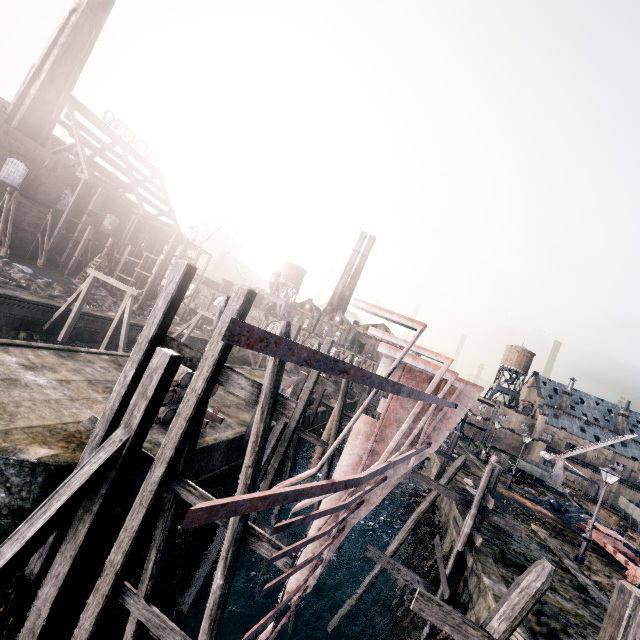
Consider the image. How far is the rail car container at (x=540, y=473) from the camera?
41.9m

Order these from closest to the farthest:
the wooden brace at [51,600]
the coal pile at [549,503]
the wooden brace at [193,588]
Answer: the wooden brace at [51,600] < the wooden brace at [193,588] < the coal pile at [549,503]

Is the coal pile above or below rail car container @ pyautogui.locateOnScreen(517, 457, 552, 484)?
below

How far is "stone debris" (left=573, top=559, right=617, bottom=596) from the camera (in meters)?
16.16

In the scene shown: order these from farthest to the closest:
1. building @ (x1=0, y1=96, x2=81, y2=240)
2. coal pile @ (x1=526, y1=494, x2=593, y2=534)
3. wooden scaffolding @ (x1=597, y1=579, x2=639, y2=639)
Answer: building @ (x1=0, y1=96, x2=81, y2=240) < coal pile @ (x1=526, y1=494, x2=593, y2=534) < wooden scaffolding @ (x1=597, y1=579, x2=639, y2=639)

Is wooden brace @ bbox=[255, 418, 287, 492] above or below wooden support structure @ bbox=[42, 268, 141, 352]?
below

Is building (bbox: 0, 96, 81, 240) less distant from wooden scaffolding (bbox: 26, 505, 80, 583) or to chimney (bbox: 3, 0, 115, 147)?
wooden scaffolding (bbox: 26, 505, 80, 583)

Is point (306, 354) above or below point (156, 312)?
above
